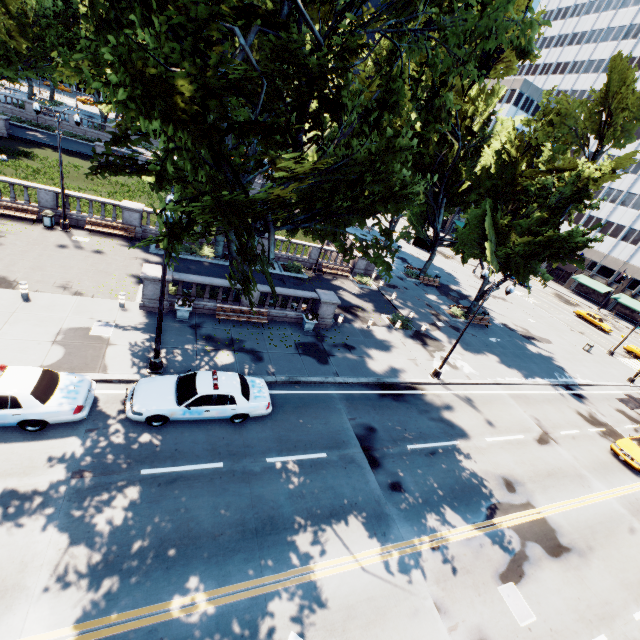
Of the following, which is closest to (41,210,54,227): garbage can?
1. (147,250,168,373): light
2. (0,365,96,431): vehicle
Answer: (147,250,168,373): light

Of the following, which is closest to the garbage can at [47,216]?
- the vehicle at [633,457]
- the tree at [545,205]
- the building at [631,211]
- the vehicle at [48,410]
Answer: the tree at [545,205]

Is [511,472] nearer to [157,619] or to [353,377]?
[353,377]

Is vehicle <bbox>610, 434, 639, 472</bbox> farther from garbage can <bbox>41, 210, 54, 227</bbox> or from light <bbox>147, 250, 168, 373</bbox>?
garbage can <bbox>41, 210, 54, 227</bbox>

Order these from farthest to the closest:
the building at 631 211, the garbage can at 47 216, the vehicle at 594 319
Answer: the building at 631 211 → the vehicle at 594 319 → the garbage can at 47 216

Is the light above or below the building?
below

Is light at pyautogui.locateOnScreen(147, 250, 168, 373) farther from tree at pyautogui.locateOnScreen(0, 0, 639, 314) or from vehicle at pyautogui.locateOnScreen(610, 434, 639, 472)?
vehicle at pyautogui.locateOnScreen(610, 434, 639, 472)

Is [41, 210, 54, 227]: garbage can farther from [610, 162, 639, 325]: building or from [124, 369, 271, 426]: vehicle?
→ [610, 162, 639, 325]: building
